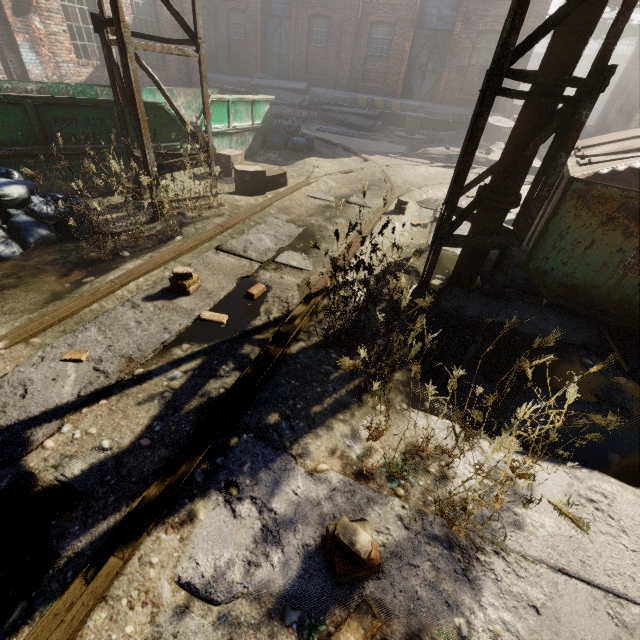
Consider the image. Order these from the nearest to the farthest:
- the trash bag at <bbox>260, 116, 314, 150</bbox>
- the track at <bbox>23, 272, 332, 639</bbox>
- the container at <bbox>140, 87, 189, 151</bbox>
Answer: the track at <bbox>23, 272, 332, 639</bbox> → the container at <bbox>140, 87, 189, 151</bbox> → the trash bag at <bbox>260, 116, 314, 150</bbox>

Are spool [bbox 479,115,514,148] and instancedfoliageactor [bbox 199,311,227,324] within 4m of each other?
no

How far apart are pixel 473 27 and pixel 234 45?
13.1m

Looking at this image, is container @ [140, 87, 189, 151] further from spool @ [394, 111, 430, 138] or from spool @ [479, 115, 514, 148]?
spool @ [479, 115, 514, 148]

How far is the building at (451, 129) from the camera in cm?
1588

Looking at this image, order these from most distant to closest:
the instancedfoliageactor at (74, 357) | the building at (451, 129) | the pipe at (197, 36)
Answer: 1. the building at (451, 129)
2. the pipe at (197, 36)
3. the instancedfoliageactor at (74, 357)

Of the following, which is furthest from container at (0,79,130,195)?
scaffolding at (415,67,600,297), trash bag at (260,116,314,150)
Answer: scaffolding at (415,67,600,297)

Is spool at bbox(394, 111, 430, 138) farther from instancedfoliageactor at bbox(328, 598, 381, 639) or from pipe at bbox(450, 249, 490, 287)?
instancedfoliageactor at bbox(328, 598, 381, 639)
